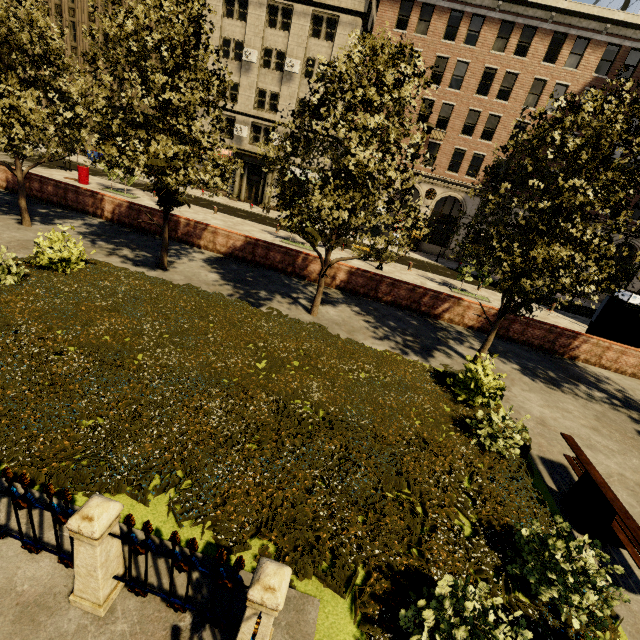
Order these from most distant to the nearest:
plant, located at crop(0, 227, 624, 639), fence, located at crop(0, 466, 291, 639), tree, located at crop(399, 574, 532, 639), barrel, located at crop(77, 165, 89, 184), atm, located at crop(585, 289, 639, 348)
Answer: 1. barrel, located at crop(77, 165, 89, 184)
2. atm, located at crop(585, 289, 639, 348)
3. plant, located at crop(0, 227, 624, 639)
4. tree, located at crop(399, 574, 532, 639)
5. fence, located at crop(0, 466, 291, 639)

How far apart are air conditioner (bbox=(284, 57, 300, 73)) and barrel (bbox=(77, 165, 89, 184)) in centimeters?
1846cm

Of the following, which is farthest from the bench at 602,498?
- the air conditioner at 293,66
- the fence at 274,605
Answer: the air conditioner at 293,66

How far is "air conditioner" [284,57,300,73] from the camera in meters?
28.1

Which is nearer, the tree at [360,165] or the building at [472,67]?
the tree at [360,165]

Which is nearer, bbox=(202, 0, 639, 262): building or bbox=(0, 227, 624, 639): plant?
bbox=(0, 227, 624, 639): plant

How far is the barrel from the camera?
21.98m

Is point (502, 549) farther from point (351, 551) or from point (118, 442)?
point (118, 442)
